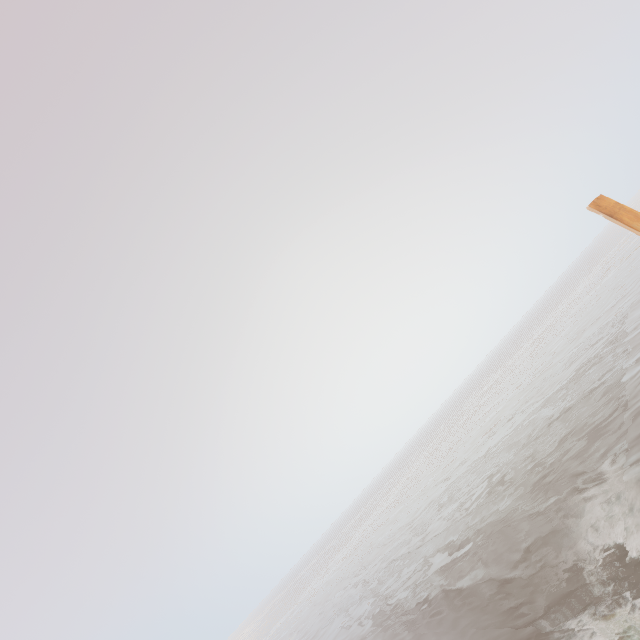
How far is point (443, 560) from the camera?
18.1m

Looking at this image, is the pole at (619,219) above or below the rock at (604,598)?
above

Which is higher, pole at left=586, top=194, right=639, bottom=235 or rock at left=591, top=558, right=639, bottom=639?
pole at left=586, top=194, right=639, bottom=235
